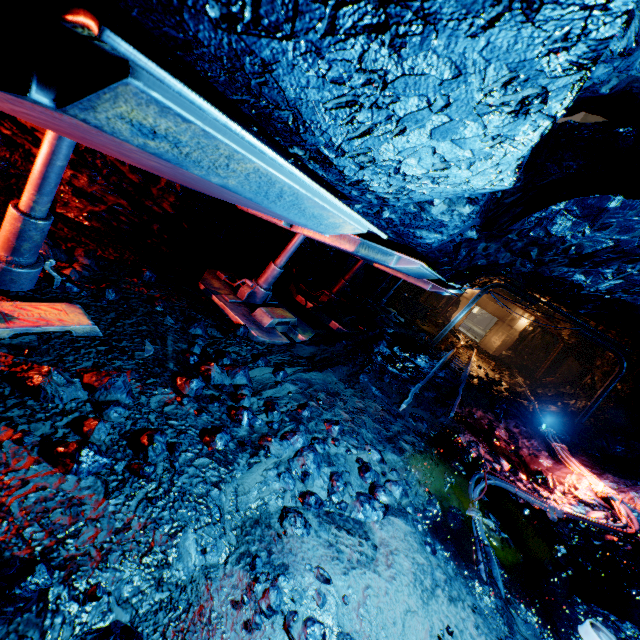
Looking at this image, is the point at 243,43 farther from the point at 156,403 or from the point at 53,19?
the point at 156,403

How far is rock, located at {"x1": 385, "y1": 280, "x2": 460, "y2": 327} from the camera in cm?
1765

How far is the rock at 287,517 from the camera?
2.5 meters

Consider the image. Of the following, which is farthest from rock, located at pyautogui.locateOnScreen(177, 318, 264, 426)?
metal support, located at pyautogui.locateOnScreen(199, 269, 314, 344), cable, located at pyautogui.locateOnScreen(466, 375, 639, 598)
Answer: metal support, located at pyautogui.locateOnScreen(199, 269, 314, 344)

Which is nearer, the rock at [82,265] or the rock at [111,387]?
the rock at [111,387]

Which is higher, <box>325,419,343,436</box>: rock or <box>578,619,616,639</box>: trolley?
<box>578,619,616,639</box>: trolley

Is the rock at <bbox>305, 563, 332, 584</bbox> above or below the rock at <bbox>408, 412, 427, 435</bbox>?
above

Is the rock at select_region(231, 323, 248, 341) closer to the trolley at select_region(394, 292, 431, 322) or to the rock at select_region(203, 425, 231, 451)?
the rock at select_region(203, 425, 231, 451)
